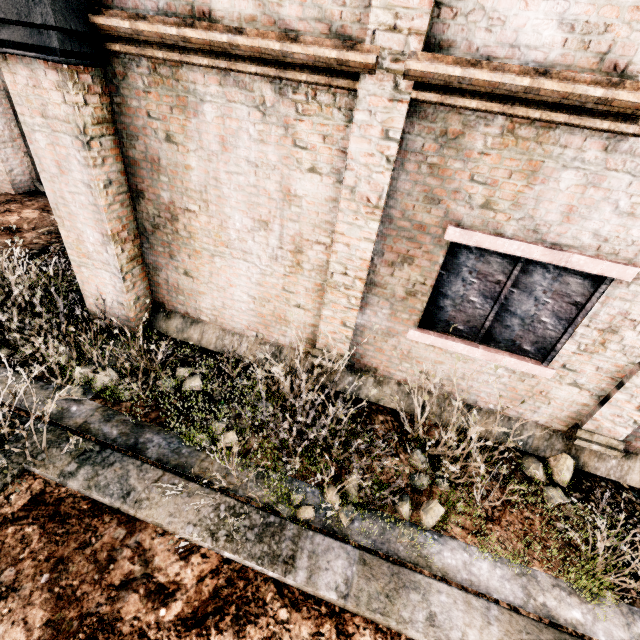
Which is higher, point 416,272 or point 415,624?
point 416,272
